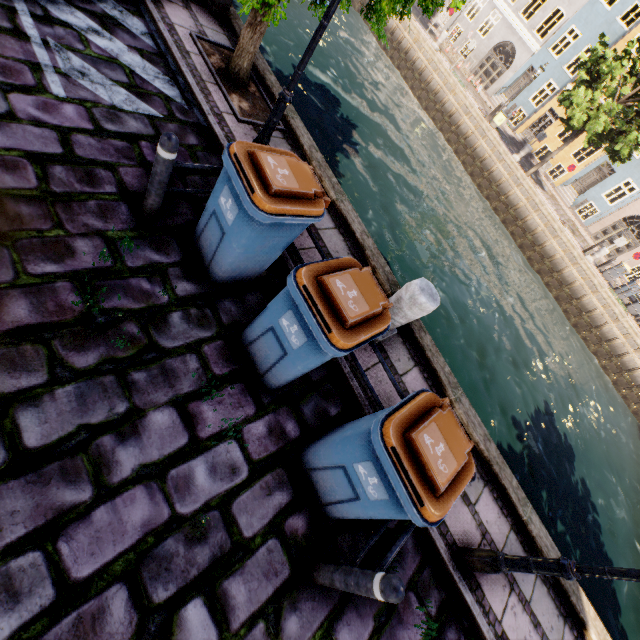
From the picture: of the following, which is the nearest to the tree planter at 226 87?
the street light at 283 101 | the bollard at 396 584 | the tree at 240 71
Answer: the tree at 240 71

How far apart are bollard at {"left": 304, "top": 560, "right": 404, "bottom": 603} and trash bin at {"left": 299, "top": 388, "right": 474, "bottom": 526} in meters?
0.3 m

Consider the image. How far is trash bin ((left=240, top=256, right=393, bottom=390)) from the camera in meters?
2.6

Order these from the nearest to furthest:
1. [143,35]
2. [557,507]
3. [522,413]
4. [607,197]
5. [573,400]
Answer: [143,35]
[557,507]
[522,413]
[573,400]
[607,197]

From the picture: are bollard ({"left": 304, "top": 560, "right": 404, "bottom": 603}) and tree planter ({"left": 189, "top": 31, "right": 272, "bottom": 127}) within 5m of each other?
no

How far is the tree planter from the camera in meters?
5.4 m

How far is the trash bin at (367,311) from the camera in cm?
256

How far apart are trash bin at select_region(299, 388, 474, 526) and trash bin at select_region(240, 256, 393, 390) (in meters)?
0.55
